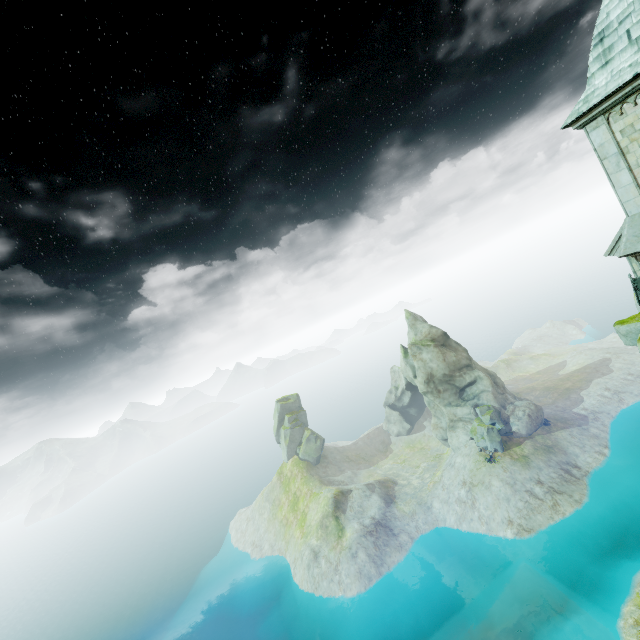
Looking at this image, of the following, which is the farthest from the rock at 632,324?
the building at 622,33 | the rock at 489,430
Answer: the rock at 489,430

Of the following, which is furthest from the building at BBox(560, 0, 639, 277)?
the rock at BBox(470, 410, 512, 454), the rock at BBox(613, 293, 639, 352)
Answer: the rock at BBox(470, 410, 512, 454)

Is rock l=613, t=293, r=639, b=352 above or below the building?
below

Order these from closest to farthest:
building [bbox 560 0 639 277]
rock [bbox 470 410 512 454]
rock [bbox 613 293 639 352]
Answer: building [bbox 560 0 639 277] → rock [bbox 613 293 639 352] → rock [bbox 470 410 512 454]

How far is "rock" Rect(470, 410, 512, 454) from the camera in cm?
5497

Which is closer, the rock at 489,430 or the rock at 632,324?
the rock at 632,324

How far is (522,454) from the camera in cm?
5350

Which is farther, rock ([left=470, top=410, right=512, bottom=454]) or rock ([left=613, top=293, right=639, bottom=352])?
rock ([left=470, top=410, right=512, bottom=454])
